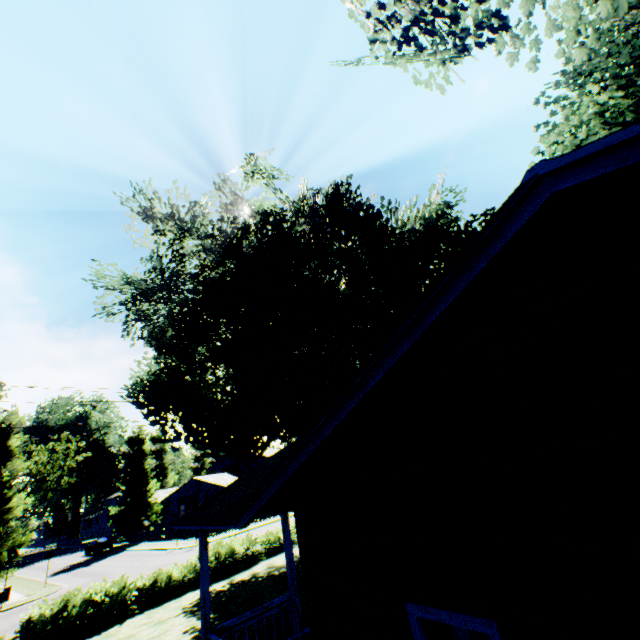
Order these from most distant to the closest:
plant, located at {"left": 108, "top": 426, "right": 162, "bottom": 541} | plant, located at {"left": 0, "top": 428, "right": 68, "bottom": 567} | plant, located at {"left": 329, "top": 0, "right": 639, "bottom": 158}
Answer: plant, located at {"left": 108, "top": 426, "right": 162, "bottom": 541}
plant, located at {"left": 0, "top": 428, "right": 68, "bottom": 567}
plant, located at {"left": 329, "top": 0, "right": 639, "bottom": 158}

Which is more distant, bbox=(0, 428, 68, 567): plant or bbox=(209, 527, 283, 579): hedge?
bbox=(0, 428, 68, 567): plant

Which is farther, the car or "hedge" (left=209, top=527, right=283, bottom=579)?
the car

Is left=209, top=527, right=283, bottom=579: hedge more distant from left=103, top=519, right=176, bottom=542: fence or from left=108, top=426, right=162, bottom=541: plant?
left=103, top=519, right=176, bottom=542: fence

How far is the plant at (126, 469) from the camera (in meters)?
45.03

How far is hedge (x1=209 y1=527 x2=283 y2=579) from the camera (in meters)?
17.59

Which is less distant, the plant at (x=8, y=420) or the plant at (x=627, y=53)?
the plant at (x=627, y=53)

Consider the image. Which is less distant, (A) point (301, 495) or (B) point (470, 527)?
(B) point (470, 527)
